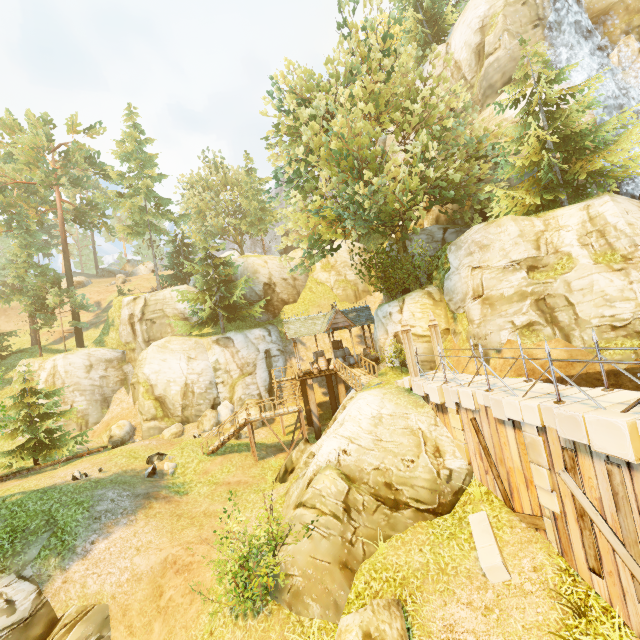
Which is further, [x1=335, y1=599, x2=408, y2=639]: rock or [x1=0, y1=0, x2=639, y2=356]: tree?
[x1=0, y1=0, x2=639, y2=356]: tree

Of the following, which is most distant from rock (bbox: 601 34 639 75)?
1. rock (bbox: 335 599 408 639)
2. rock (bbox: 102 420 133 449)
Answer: rock (bbox: 102 420 133 449)

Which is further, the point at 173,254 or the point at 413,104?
the point at 173,254

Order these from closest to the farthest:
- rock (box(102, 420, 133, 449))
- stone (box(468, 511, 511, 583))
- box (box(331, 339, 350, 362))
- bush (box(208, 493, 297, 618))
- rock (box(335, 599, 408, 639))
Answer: rock (box(335, 599, 408, 639))
stone (box(468, 511, 511, 583))
bush (box(208, 493, 297, 618))
rock (box(102, 420, 133, 449))
box (box(331, 339, 350, 362))

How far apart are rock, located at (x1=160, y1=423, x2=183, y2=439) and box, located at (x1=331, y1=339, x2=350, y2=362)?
12.53m

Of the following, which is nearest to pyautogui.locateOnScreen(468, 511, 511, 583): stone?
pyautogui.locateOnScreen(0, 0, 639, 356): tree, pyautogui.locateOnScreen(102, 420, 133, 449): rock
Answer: pyautogui.locateOnScreen(0, 0, 639, 356): tree

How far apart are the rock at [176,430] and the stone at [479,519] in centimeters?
2024cm

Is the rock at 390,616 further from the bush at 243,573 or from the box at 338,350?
the box at 338,350
